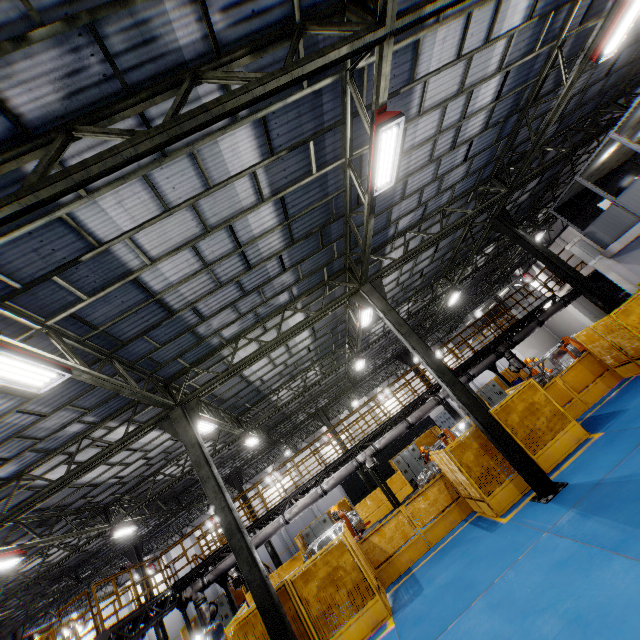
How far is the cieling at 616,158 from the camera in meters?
13.3 m

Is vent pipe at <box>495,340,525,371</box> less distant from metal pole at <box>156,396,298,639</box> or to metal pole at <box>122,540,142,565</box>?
metal pole at <box>156,396,298,639</box>

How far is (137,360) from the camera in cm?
908

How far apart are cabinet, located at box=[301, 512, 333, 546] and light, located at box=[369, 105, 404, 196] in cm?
2188

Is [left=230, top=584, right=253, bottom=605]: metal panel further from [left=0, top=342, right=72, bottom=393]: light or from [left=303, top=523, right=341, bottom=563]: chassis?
[left=0, top=342, right=72, bottom=393]: light

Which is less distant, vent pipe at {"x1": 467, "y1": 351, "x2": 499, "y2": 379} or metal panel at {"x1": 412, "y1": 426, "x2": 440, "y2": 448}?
vent pipe at {"x1": 467, "y1": 351, "x2": 499, "y2": 379}

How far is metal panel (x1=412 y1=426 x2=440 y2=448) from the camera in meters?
23.3

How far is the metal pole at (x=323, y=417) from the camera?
24.2 meters
